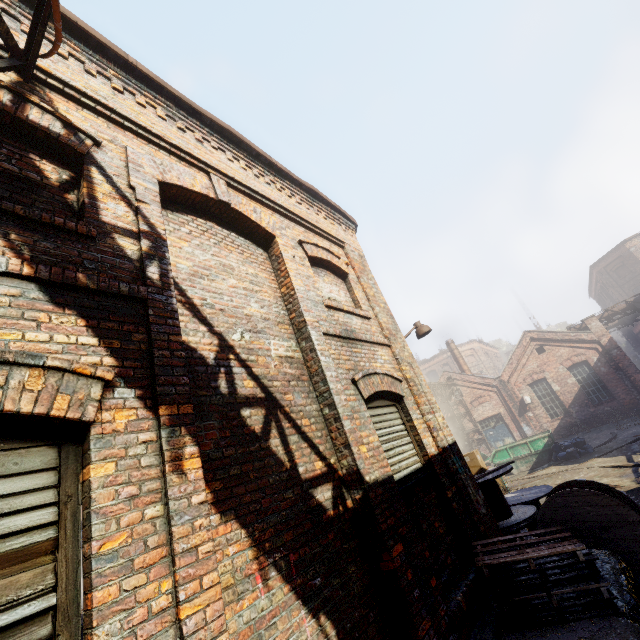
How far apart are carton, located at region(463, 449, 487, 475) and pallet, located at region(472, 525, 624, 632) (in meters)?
3.54

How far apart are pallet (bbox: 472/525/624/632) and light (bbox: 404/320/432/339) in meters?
3.3

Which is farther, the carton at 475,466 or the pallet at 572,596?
the carton at 475,466

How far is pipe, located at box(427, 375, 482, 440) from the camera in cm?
2330

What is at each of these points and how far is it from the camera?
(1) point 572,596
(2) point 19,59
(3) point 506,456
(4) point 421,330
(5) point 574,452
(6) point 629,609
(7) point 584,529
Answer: (1) pallet, 3.6m
(2) pipe, 3.0m
(3) container, 17.8m
(4) light, 7.7m
(5) trash bag, 15.2m
(6) building, 3.5m
(7) spool, 5.1m

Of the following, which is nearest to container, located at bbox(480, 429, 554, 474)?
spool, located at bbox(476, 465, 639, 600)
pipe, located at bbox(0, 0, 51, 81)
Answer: spool, located at bbox(476, 465, 639, 600)

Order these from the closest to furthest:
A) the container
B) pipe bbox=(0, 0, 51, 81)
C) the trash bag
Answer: pipe bbox=(0, 0, 51, 81), the trash bag, the container

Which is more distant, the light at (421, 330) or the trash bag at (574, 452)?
the trash bag at (574, 452)
